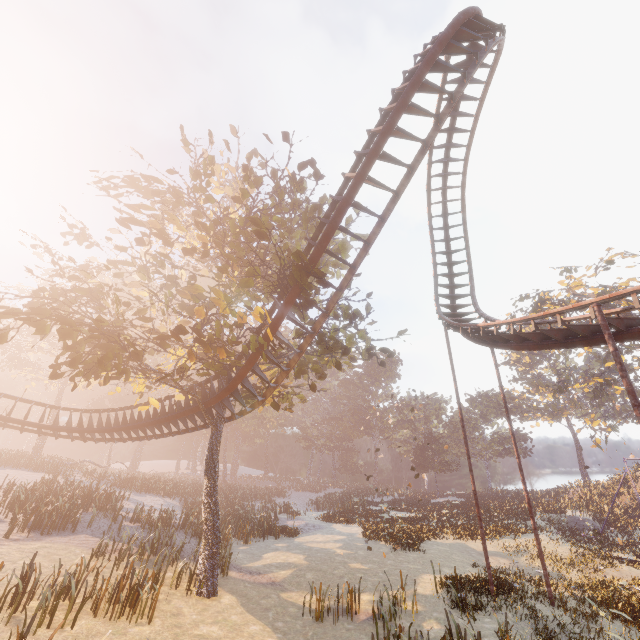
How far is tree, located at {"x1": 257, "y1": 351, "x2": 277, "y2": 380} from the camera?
11.09m

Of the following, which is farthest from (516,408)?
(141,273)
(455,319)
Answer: (141,273)

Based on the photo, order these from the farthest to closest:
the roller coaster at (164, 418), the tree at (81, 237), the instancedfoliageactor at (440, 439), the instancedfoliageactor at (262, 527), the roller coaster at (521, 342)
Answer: the instancedfoliageactor at (440, 439), the instancedfoliageactor at (262, 527), the roller coaster at (164, 418), the tree at (81, 237), the roller coaster at (521, 342)

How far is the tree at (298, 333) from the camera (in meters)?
12.47

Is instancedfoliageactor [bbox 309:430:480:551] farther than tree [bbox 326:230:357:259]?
Yes

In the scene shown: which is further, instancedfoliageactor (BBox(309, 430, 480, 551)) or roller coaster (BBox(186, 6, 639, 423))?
instancedfoliageactor (BBox(309, 430, 480, 551))

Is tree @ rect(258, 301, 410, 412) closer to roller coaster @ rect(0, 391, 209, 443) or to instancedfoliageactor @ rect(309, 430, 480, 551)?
roller coaster @ rect(0, 391, 209, 443)
